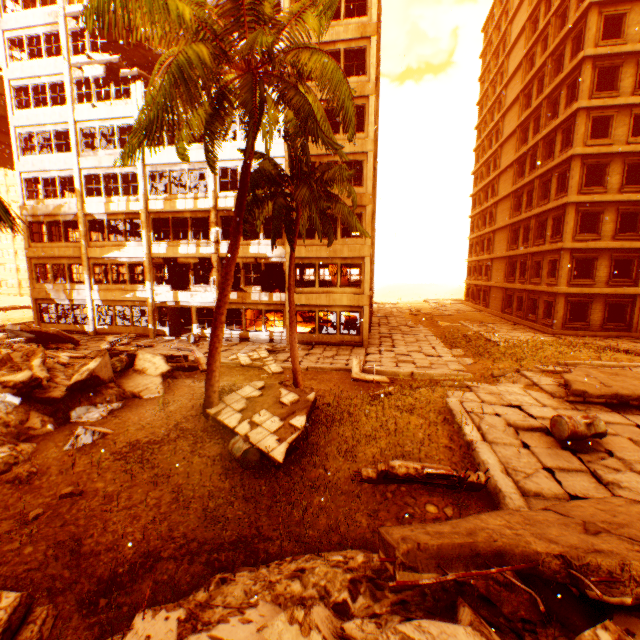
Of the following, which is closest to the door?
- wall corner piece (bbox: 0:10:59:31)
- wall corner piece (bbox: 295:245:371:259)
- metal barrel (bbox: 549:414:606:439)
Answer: wall corner piece (bbox: 295:245:371:259)

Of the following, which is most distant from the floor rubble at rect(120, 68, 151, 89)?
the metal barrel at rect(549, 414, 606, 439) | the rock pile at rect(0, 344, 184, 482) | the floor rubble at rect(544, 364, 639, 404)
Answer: the metal barrel at rect(549, 414, 606, 439)

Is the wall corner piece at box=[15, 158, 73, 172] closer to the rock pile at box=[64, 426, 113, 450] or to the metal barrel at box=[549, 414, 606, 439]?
the rock pile at box=[64, 426, 113, 450]

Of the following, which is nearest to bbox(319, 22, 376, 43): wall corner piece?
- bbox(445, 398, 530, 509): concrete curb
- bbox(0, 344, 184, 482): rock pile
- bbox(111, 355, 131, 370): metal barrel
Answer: bbox(0, 344, 184, 482): rock pile

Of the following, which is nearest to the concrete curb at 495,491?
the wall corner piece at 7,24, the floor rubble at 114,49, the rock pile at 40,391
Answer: the rock pile at 40,391

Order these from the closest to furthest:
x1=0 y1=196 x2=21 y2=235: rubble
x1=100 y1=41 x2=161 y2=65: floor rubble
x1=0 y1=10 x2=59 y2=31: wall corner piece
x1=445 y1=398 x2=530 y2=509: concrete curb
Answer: x1=0 y1=196 x2=21 y2=235: rubble
x1=445 y1=398 x2=530 y2=509: concrete curb
x1=0 y1=10 x2=59 y2=31: wall corner piece
x1=100 y1=41 x2=161 y2=65: floor rubble

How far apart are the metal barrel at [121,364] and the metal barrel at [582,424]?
13.2m

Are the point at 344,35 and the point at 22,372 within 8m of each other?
no
